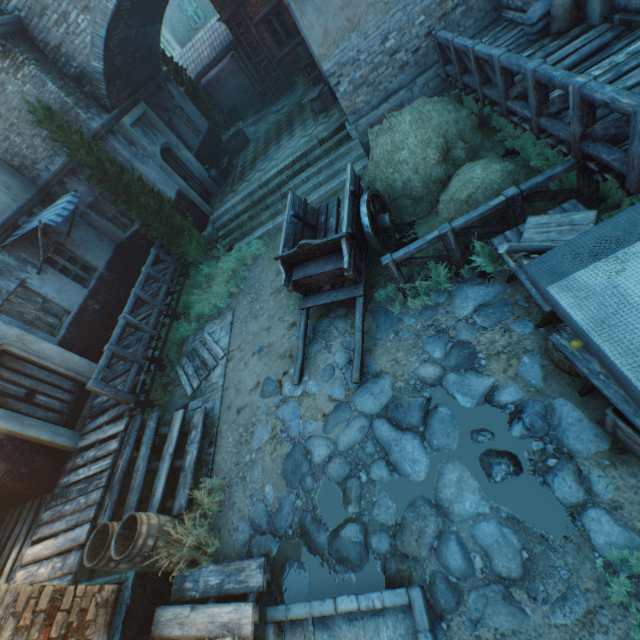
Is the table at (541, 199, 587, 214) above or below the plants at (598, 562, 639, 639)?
above

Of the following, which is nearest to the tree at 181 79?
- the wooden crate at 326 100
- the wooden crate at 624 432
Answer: the wooden crate at 326 100

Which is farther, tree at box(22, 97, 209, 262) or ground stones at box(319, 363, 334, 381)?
tree at box(22, 97, 209, 262)

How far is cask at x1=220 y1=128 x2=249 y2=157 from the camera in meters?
14.7

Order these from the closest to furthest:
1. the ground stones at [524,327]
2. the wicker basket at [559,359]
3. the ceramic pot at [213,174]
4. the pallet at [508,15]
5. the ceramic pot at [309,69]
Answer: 1. the wicker basket at [559,359]
2. the ground stones at [524,327]
3. the pallet at [508,15]
4. the ceramic pot at [213,174]
5. the ceramic pot at [309,69]

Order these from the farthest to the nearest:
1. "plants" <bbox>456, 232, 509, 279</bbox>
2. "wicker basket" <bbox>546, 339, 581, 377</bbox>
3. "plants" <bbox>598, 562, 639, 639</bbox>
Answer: "plants" <bbox>456, 232, 509, 279</bbox> < "wicker basket" <bbox>546, 339, 581, 377</bbox> < "plants" <bbox>598, 562, 639, 639</bbox>

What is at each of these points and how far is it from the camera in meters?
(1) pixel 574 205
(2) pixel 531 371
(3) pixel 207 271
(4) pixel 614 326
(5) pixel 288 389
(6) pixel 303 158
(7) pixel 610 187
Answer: (1) table, 4.3
(2) ground stones, 4.1
(3) plants, 10.7
(4) awning, 1.7
(5) ground stones, 6.3
(6) stairs, 10.7
(7) plants, 4.8

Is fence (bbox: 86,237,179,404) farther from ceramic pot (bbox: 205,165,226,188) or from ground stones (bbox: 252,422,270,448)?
ceramic pot (bbox: 205,165,226,188)
